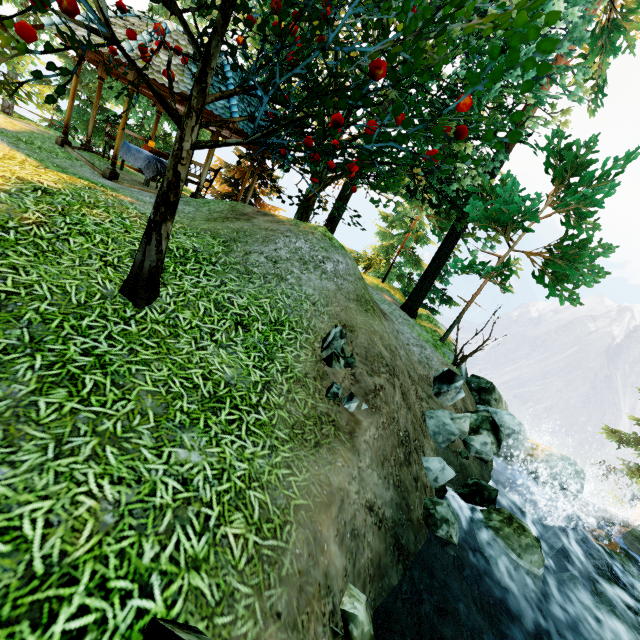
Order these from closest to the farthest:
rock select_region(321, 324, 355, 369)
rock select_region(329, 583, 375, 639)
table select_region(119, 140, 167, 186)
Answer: rock select_region(329, 583, 375, 639)
rock select_region(321, 324, 355, 369)
table select_region(119, 140, 167, 186)

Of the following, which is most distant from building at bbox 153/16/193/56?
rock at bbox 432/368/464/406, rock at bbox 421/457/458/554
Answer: rock at bbox 421/457/458/554

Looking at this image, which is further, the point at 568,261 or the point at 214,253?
the point at 568,261

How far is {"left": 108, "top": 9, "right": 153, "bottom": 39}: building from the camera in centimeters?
806cm

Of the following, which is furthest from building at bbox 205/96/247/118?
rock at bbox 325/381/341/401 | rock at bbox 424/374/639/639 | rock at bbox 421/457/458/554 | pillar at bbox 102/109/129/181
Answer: rock at bbox 424/374/639/639

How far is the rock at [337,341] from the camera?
4.9 meters

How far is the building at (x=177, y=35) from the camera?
8.3 meters

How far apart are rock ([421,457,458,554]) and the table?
11.4 meters
